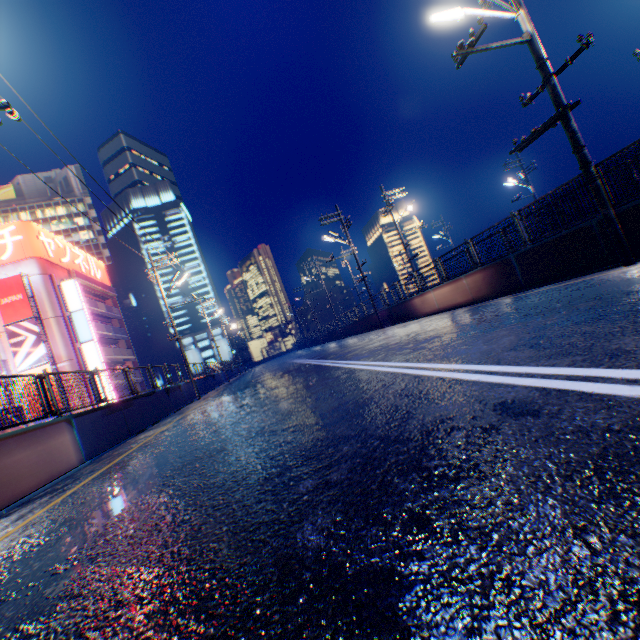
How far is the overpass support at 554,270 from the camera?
8.48m

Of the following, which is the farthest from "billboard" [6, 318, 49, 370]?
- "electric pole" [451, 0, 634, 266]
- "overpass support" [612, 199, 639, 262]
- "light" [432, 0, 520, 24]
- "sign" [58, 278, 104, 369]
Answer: "light" [432, 0, 520, 24]

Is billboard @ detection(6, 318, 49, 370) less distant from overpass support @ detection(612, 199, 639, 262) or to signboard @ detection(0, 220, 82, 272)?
signboard @ detection(0, 220, 82, 272)

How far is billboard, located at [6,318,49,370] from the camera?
29.6 meters

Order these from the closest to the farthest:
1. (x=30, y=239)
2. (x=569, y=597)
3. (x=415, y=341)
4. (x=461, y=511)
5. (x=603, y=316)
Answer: (x=569, y=597) → (x=461, y=511) → (x=603, y=316) → (x=415, y=341) → (x=30, y=239)

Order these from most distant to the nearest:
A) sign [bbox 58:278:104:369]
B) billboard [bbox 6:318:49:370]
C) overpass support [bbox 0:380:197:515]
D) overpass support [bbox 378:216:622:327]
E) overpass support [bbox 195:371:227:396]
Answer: sign [bbox 58:278:104:369] → billboard [bbox 6:318:49:370] → overpass support [bbox 195:371:227:396] → overpass support [bbox 378:216:622:327] → overpass support [bbox 0:380:197:515]

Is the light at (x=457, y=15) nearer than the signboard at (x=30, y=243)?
Yes

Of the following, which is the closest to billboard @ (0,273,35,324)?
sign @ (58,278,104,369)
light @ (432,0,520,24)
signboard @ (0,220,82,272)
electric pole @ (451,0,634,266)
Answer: signboard @ (0,220,82,272)
